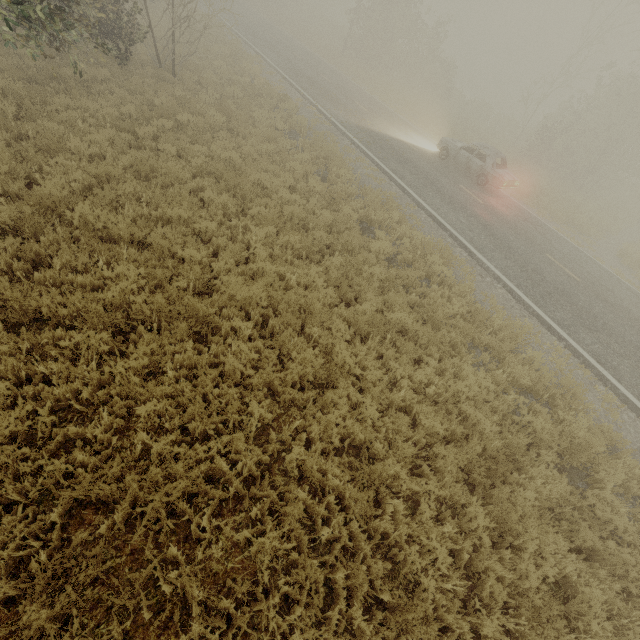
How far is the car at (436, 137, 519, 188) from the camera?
14.92m

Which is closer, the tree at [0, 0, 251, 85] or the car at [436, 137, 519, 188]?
the tree at [0, 0, 251, 85]

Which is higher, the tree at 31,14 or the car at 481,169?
the tree at 31,14

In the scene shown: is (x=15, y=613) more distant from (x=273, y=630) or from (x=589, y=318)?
(x=589, y=318)

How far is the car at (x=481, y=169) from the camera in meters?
14.9

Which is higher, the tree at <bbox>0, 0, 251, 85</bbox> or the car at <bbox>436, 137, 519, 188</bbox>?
the tree at <bbox>0, 0, 251, 85</bbox>
